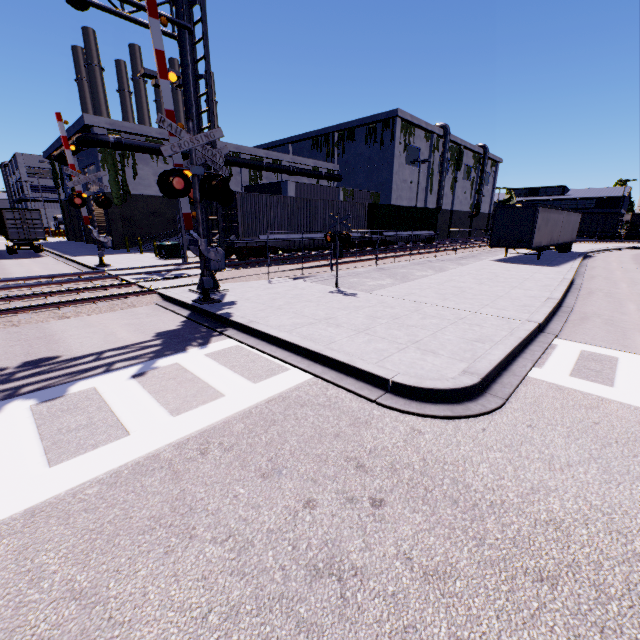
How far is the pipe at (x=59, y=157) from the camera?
30.1 meters

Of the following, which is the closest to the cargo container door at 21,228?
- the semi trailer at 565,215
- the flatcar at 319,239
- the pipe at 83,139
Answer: the flatcar at 319,239

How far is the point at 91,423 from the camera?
4.45m

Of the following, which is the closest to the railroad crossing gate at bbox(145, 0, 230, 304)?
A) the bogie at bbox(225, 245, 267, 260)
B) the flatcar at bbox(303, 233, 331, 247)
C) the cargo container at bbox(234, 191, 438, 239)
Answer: the cargo container at bbox(234, 191, 438, 239)

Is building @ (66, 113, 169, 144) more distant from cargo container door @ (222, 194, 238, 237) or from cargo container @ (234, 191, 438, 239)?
cargo container door @ (222, 194, 238, 237)

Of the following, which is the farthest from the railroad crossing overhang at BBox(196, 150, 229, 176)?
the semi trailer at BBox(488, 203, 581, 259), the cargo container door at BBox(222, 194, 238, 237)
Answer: the semi trailer at BBox(488, 203, 581, 259)

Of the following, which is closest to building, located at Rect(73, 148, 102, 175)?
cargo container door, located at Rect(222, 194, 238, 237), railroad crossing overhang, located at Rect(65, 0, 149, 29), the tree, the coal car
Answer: the tree

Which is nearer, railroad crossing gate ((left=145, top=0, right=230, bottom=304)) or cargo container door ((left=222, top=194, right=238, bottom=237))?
railroad crossing gate ((left=145, top=0, right=230, bottom=304))
